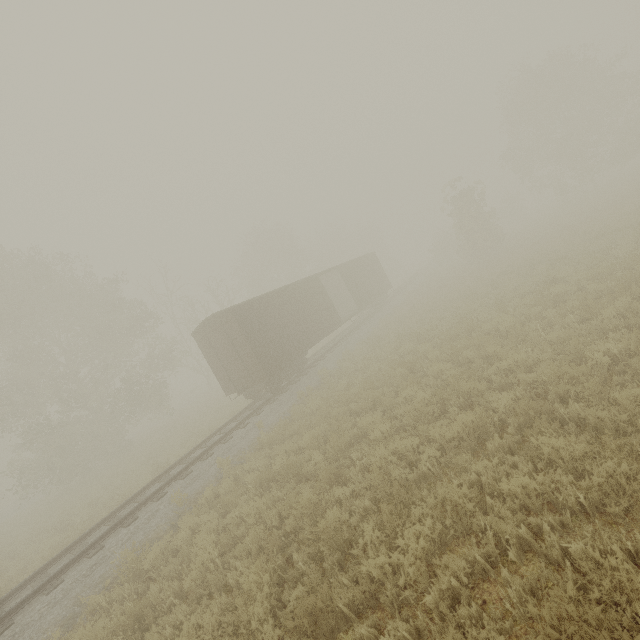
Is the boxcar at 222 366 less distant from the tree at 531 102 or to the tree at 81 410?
the tree at 81 410

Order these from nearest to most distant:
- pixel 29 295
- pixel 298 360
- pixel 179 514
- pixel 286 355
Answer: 1. pixel 179 514
2. pixel 286 355
3. pixel 298 360
4. pixel 29 295

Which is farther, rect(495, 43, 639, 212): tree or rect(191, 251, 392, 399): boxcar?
rect(495, 43, 639, 212): tree

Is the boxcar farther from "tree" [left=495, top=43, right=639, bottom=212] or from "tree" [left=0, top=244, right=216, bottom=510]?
"tree" [left=495, top=43, right=639, bottom=212]

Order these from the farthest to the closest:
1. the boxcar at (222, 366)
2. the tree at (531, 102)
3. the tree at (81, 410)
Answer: the tree at (531, 102) → the tree at (81, 410) → the boxcar at (222, 366)

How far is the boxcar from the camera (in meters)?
14.81
